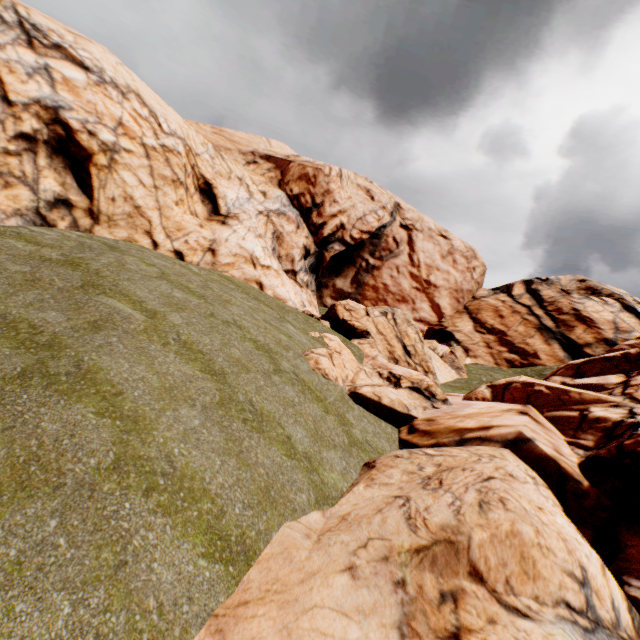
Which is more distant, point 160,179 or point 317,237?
point 317,237
